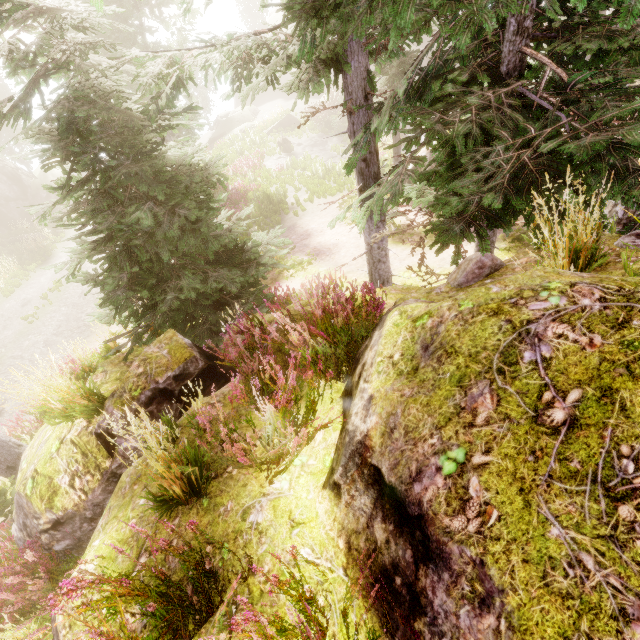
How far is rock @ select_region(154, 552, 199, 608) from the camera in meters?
2.3

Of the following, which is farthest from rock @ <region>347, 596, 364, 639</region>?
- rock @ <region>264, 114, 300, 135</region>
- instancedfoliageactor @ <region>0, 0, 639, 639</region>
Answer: rock @ <region>264, 114, 300, 135</region>

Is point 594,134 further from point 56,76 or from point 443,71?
point 56,76

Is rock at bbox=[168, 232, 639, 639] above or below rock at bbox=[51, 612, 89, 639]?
above

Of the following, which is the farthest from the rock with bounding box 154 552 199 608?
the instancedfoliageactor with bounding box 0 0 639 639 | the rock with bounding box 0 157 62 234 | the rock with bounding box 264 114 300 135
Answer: the rock with bounding box 264 114 300 135

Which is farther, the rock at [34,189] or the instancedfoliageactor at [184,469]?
the rock at [34,189]

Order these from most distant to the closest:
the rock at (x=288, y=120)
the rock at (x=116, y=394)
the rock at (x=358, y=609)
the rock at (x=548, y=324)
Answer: the rock at (x=288, y=120)
the rock at (x=116, y=394)
the rock at (x=358, y=609)
the rock at (x=548, y=324)
